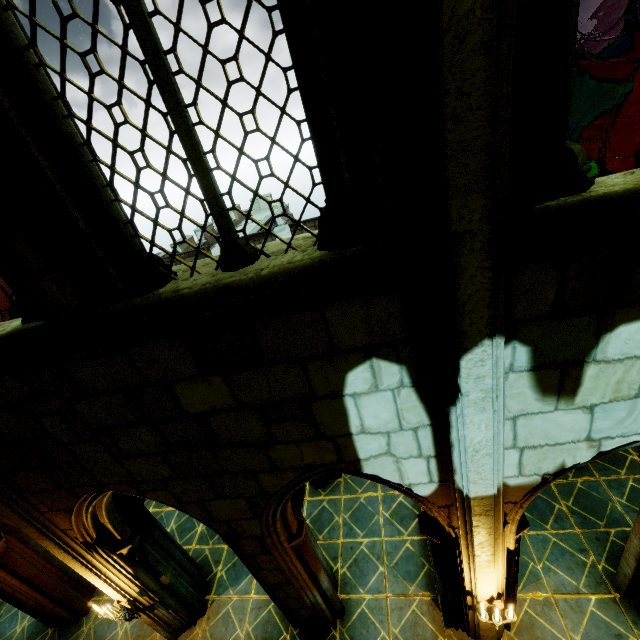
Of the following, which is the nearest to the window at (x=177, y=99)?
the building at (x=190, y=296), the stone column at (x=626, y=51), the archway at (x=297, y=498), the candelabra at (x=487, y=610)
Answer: the building at (x=190, y=296)

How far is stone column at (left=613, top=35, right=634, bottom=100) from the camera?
18.69m

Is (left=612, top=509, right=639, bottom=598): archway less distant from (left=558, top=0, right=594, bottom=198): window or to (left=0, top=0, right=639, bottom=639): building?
(left=0, top=0, right=639, bottom=639): building

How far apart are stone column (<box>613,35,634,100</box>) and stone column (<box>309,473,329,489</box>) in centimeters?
2764cm

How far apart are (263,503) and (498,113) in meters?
4.3

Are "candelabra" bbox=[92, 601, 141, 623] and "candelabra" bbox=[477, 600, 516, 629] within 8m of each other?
yes

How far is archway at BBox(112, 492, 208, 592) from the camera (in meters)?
5.38

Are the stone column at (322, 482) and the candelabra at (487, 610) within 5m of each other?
yes
